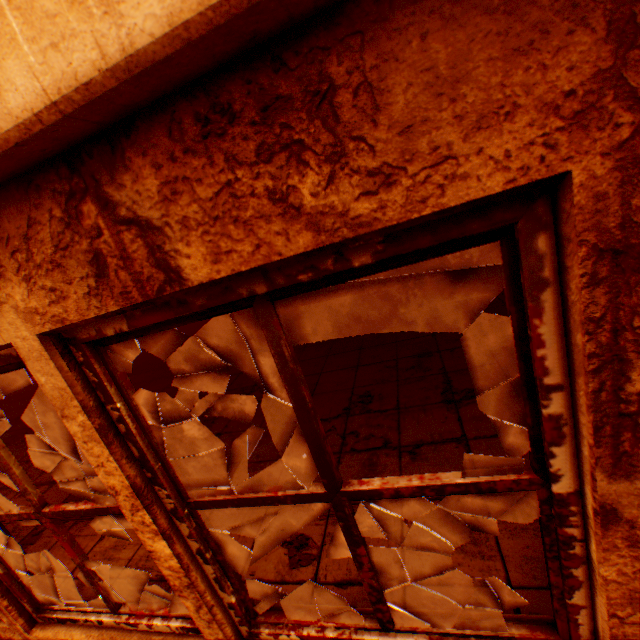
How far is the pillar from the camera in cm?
732

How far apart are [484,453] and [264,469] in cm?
198

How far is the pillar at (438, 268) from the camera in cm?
732
